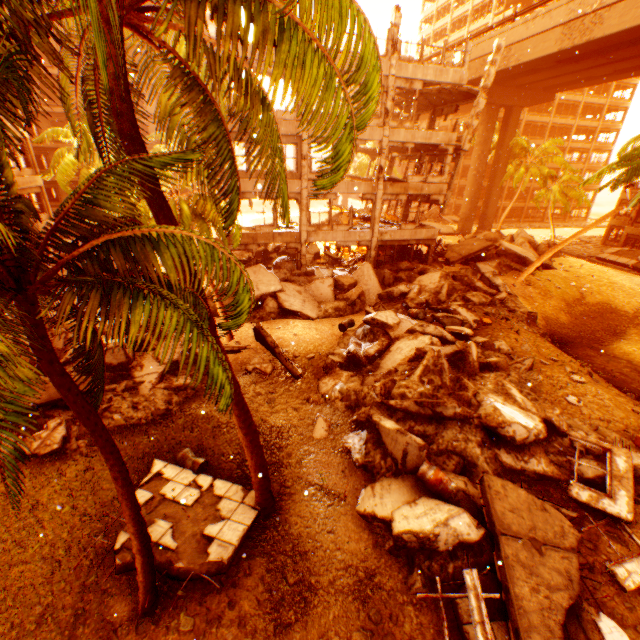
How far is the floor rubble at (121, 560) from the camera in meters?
6.8

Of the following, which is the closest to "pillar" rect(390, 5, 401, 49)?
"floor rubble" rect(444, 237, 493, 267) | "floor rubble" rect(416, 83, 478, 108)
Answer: "floor rubble" rect(416, 83, 478, 108)

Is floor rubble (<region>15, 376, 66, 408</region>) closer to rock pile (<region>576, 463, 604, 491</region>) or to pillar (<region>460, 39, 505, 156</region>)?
rock pile (<region>576, 463, 604, 491</region>)

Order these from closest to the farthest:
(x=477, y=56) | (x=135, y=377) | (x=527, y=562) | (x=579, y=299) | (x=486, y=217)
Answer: (x=527, y=562) → (x=135, y=377) → (x=579, y=299) → (x=477, y=56) → (x=486, y=217)

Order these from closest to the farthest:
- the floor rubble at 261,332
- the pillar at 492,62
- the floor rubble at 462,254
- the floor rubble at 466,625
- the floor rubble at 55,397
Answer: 1. the floor rubble at 466,625
2. the floor rubble at 55,397
3. the floor rubble at 261,332
4. the pillar at 492,62
5. the floor rubble at 462,254

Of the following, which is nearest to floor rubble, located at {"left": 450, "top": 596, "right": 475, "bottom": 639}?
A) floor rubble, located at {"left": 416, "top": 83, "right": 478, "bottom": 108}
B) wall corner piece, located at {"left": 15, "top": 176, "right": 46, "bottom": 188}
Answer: floor rubble, located at {"left": 416, "top": 83, "right": 478, "bottom": 108}

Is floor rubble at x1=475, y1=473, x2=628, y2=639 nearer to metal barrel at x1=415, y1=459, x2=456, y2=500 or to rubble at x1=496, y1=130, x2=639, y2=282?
rubble at x1=496, y1=130, x2=639, y2=282

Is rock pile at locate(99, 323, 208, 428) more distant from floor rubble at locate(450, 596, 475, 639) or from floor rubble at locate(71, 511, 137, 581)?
floor rubble at locate(450, 596, 475, 639)
